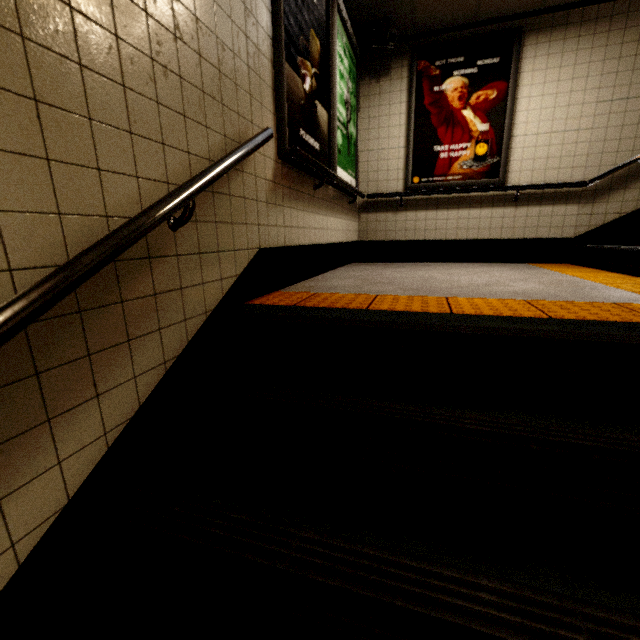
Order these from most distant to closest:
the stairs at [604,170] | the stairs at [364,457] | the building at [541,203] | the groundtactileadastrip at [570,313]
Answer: the stairs at [604,170] < the building at [541,203] < the groundtactileadastrip at [570,313] < the stairs at [364,457]

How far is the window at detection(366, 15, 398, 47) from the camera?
3.84m

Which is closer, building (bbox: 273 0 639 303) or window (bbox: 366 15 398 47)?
building (bbox: 273 0 639 303)

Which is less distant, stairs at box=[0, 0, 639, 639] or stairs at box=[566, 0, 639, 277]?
stairs at box=[0, 0, 639, 639]

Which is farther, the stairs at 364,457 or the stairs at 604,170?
the stairs at 604,170

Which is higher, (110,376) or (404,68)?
(404,68)

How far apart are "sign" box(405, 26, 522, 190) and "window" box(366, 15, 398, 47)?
0.42m

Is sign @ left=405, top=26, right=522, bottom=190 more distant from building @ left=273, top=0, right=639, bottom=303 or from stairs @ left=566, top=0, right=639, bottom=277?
stairs @ left=566, top=0, right=639, bottom=277
